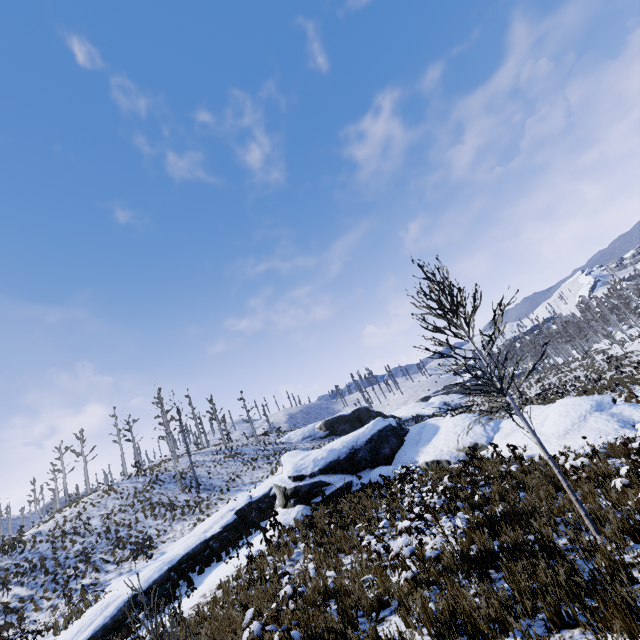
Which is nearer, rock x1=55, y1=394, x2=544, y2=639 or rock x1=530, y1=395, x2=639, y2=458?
rock x1=530, y1=395, x2=639, y2=458

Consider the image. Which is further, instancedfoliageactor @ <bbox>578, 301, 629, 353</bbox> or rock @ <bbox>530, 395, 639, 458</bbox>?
instancedfoliageactor @ <bbox>578, 301, 629, 353</bbox>

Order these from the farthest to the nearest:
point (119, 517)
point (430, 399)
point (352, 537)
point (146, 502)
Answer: point (430, 399), point (146, 502), point (119, 517), point (352, 537)

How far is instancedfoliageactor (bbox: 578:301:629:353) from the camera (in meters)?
40.81

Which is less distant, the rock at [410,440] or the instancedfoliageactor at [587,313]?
the rock at [410,440]
